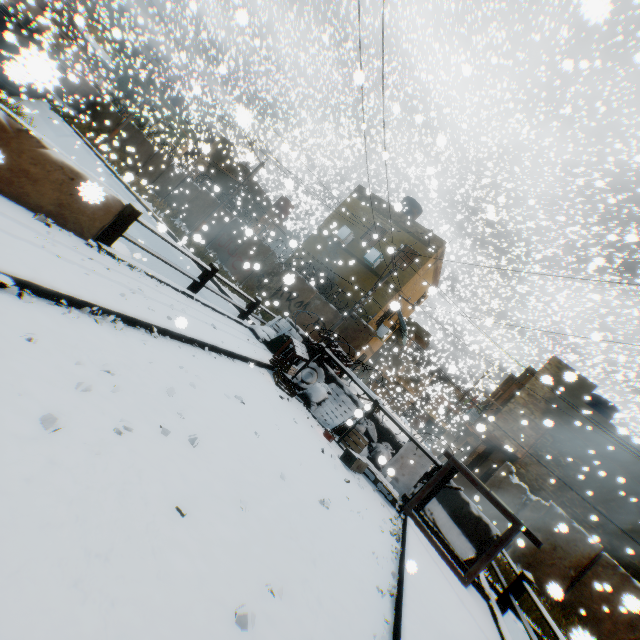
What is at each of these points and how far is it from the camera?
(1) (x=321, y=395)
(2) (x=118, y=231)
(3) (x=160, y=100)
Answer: (1) trash bag, 8.6m
(2) bridge, 5.5m
(3) building, 33.2m

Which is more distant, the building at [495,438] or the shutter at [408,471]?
the building at [495,438]

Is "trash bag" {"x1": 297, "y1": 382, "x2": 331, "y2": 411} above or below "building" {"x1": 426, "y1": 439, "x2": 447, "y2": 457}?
below

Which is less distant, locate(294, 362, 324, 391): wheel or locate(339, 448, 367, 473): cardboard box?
locate(339, 448, 367, 473): cardboard box

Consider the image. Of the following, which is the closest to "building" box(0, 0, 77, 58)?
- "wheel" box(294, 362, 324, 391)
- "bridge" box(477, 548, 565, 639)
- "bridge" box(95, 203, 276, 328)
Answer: "bridge" box(477, 548, 565, 639)

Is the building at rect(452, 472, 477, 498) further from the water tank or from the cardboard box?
the cardboard box

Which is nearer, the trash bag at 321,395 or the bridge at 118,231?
the bridge at 118,231

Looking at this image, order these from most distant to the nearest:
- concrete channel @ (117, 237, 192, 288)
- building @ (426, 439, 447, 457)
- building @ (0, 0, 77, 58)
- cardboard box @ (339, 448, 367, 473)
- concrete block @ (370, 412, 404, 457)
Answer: building @ (0, 0, 77, 58), building @ (426, 439, 447, 457), concrete channel @ (117, 237, 192, 288), concrete block @ (370, 412, 404, 457), cardboard box @ (339, 448, 367, 473)
